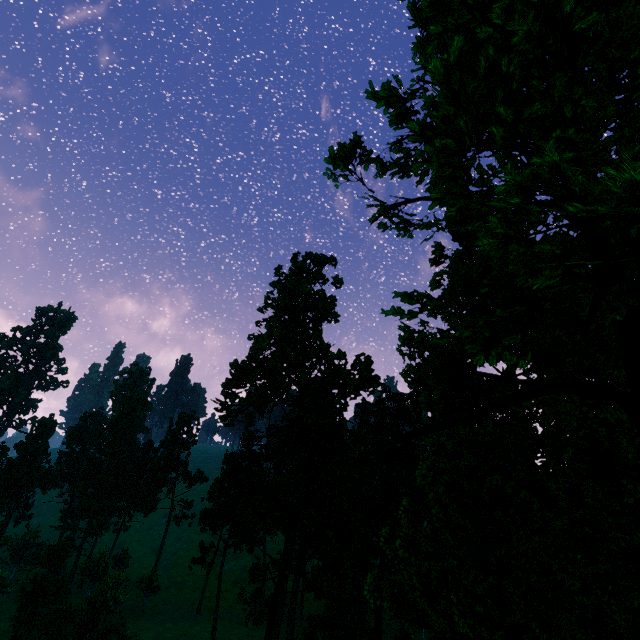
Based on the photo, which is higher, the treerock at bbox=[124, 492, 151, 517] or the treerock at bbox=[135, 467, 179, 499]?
the treerock at bbox=[135, 467, 179, 499]

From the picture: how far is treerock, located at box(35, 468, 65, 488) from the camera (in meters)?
58.12

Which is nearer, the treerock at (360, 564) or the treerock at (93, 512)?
the treerock at (360, 564)

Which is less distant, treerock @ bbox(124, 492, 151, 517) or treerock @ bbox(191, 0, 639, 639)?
treerock @ bbox(191, 0, 639, 639)

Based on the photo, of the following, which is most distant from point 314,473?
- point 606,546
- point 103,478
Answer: point 103,478
